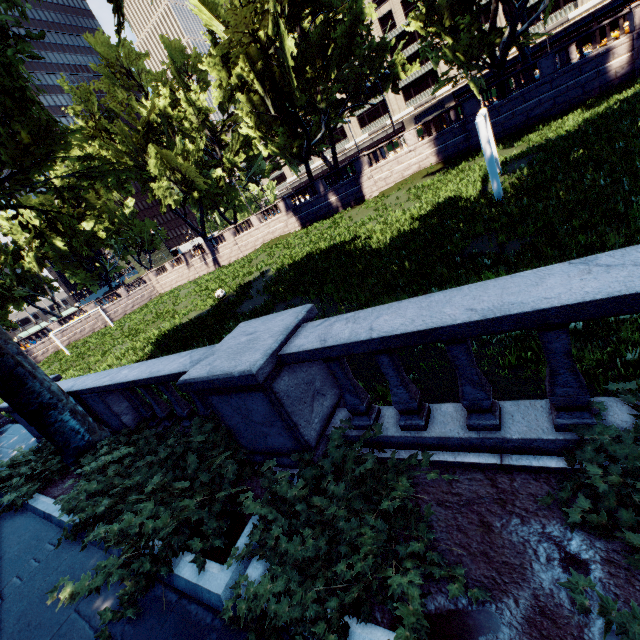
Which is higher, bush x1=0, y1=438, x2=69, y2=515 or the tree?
the tree

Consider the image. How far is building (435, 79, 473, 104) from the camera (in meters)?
57.61

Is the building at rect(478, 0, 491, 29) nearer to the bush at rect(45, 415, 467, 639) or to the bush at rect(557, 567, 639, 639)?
the bush at rect(557, 567, 639, 639)

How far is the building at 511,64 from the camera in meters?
52.9

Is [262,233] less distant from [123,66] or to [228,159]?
[228,159]

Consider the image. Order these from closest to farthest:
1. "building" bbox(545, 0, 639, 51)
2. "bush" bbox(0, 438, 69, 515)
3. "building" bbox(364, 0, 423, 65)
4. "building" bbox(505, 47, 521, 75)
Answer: "bush" bbox(0, 438, 69, 515) → "building" bbox(545, 0, 639, 51) → "building" bbox(505, 47, 521, 75) → "building" bbox(364, 0, 423, 65)

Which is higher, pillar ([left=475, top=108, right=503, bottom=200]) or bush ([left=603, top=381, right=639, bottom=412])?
pillar ([left=475, top=108, right=503, bottom=200])
